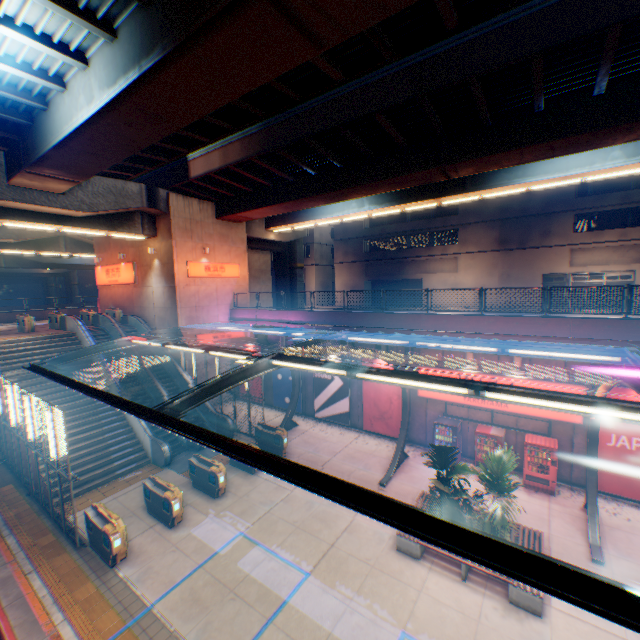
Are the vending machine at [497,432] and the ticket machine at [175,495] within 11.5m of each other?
no

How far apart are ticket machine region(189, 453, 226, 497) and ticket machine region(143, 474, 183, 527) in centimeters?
144cm

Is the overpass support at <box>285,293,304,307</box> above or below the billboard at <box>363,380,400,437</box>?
above

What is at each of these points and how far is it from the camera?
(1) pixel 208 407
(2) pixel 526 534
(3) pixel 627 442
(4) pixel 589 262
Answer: (1) escalator, 19.8m
(2) bench, 10.5m
(3) billboard, 12.2m
(4) building, 28.3m

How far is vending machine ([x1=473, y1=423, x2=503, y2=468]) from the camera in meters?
13.9 m

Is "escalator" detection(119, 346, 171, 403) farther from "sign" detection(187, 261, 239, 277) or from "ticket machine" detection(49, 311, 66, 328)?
"sign" detection(187, 261, 239, 277)

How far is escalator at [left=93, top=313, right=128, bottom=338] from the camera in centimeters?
2162cm

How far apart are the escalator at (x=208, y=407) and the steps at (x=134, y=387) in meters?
1.8 m
